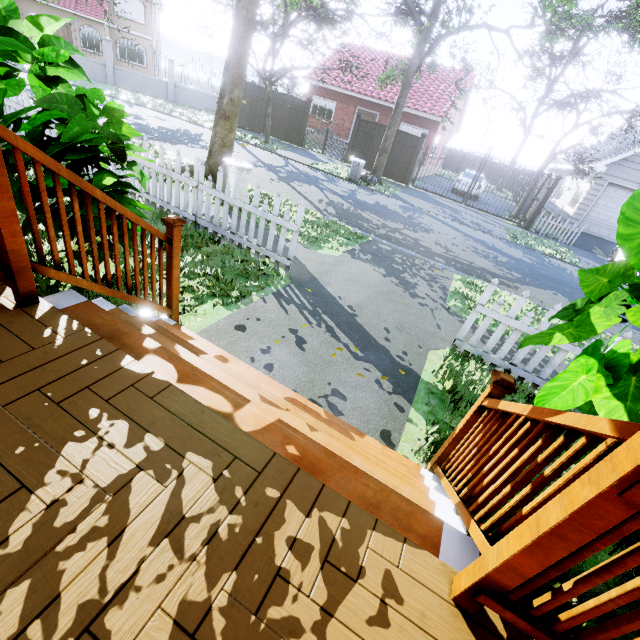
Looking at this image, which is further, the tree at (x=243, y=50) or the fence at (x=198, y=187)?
the tree at (x=243, y=50)

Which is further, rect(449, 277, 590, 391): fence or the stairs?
rect(449, 277, 590, 391): fence

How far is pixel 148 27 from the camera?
27.7 meters

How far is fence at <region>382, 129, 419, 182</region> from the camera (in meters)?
17.16

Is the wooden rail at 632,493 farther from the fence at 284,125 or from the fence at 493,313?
the fence at 284,125

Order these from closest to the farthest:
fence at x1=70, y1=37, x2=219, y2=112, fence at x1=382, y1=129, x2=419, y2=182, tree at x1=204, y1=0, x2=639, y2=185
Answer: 1. tree at x1=204, y1=0, x2=639, y2=185
2. fence at x1=382, y1=129, x2=419, y2=182
3. fence at x1=70, y1=37, x2=219, y2=112

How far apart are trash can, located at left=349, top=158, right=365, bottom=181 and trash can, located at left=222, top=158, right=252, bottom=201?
9.07m

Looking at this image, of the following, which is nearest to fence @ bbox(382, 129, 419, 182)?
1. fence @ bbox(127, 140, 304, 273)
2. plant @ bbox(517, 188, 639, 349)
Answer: fence @ bbox(127, 140, 304, 273)
